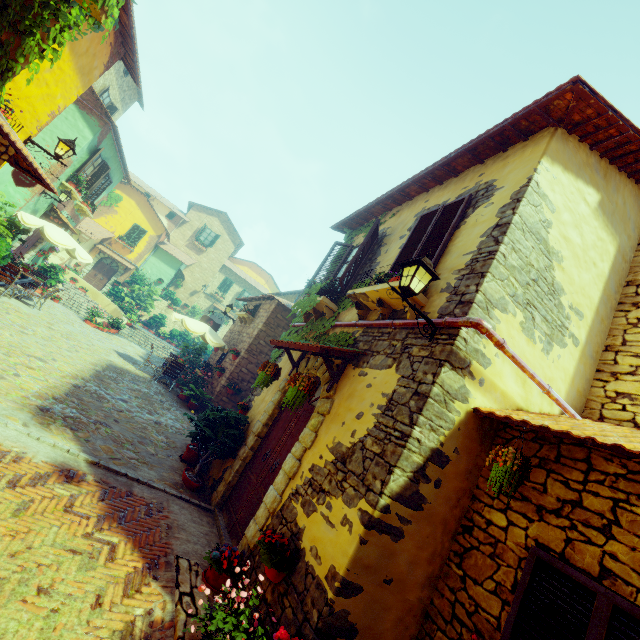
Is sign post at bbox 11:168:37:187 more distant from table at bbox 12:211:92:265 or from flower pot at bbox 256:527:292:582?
flower pot at bbox 256:527:292:582

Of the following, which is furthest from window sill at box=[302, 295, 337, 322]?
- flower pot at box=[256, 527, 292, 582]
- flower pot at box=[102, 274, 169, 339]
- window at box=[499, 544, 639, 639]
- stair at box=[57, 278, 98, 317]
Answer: flower pot at box=[102, 274, 169, 339]

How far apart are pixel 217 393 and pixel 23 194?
10.8 meters

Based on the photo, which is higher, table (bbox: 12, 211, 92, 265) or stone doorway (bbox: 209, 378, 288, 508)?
table (bbox: 12, 211, 92, 265)

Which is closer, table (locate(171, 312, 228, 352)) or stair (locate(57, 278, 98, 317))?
table (locate(171, 312, 228, 352))

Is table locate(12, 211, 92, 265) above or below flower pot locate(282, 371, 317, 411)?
above

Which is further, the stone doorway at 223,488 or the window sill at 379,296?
the stone doorway at 223,488

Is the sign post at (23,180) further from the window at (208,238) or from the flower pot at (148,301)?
the flower pot at (148,301)
